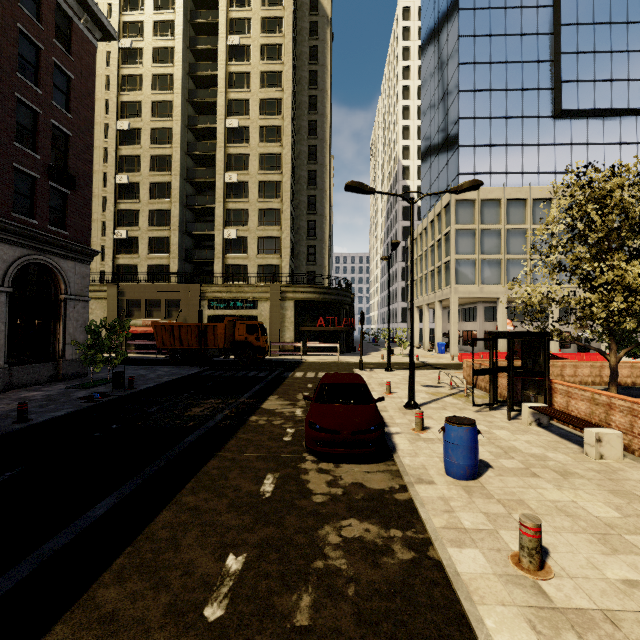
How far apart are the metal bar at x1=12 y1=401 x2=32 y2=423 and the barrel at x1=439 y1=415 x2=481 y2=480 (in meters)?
11.16

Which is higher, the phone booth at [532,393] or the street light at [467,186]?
the street light at [467,186]

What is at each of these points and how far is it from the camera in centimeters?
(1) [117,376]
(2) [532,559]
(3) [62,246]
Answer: (1) trash bin, 1330cm
(2) metal bar, 371cm
(3) building, 1577cm

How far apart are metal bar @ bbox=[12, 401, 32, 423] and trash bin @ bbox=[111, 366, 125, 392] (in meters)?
3.76

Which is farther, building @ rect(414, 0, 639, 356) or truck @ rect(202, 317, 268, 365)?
building @ rect(414, 0, 639, 356)

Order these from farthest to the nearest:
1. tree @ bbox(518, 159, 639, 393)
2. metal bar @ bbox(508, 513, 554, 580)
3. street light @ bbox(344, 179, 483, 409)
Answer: street light @ bbox(344, 179, 483, 409), tree @ bbox(518, 159, 639, 393), metal bar @ bbox(508, 513, 554, 580)

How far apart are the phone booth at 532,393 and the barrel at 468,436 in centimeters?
444cm

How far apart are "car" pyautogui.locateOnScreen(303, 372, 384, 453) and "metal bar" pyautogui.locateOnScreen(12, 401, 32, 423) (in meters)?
8.12
